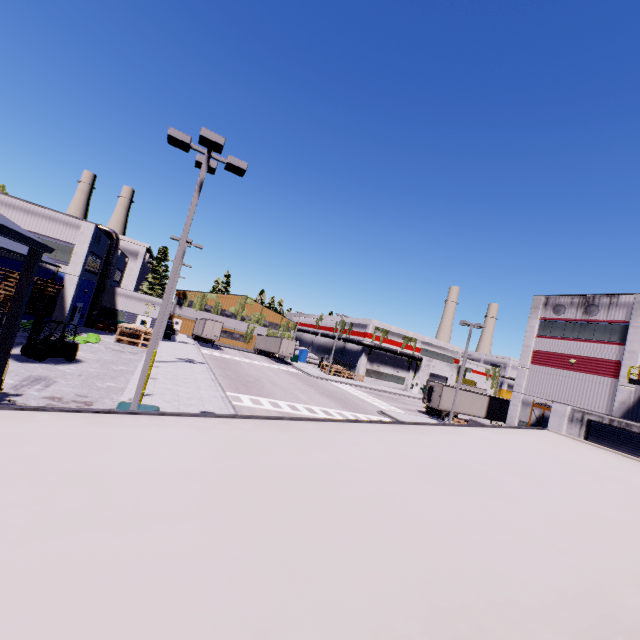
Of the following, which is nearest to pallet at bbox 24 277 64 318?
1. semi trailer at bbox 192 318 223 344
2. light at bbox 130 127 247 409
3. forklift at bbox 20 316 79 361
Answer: forklift at bbox 20 316 79 361

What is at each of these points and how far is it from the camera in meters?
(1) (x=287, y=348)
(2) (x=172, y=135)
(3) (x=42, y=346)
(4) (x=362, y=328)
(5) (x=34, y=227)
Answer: (1) semi trailer, 51.9
(2) light, 9.6
(3) forklift, 17.7
(4) building, 58.2
(5) building, 27.7

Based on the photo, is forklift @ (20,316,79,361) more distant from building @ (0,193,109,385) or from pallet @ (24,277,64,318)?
building @ (0,193,109,385)

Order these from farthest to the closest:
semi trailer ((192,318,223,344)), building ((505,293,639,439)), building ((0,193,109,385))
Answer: semi trailer ((192,318,223,344)), building ((505,293,639,439)), building ((0,193,109,385))

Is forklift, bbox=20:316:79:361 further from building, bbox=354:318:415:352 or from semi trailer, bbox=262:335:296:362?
semi trailer, bbox=262:335:296:362

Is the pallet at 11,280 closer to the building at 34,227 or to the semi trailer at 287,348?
the building at 34,227

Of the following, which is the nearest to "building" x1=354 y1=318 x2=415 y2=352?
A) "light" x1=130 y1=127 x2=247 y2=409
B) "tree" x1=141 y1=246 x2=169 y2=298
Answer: "tree" x1=141 y1=246 x2=169 y2=298

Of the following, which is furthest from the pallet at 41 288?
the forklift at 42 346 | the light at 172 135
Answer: the light at 172 135
